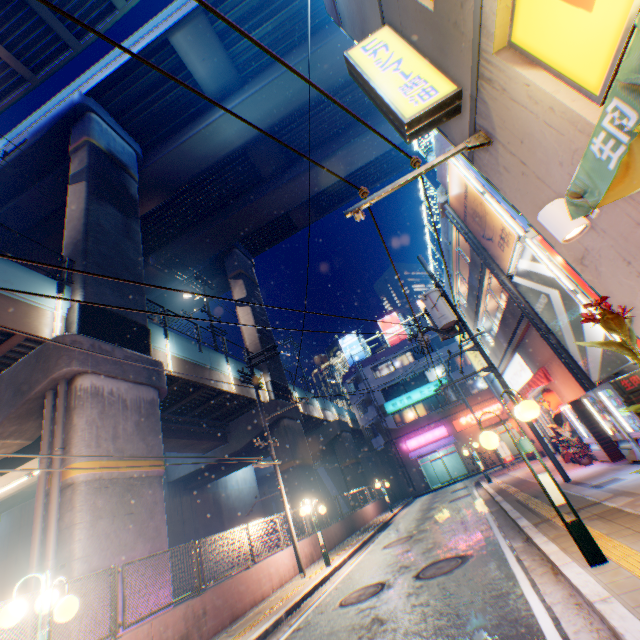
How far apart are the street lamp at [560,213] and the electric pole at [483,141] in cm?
155

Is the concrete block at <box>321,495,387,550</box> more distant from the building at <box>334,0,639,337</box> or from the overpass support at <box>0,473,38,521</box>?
the building at <box>334,0,639,337</box>

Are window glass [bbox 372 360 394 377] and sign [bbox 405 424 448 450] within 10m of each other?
yes

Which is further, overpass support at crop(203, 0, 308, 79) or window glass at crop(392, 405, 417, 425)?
window glass at crop(392, 405, 417, 425)

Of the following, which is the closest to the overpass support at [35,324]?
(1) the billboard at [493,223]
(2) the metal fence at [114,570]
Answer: (2) the metal fence at [114,570]

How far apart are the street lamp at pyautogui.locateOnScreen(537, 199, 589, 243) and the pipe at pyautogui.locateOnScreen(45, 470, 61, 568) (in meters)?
12.00

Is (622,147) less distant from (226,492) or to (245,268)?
(245,268)

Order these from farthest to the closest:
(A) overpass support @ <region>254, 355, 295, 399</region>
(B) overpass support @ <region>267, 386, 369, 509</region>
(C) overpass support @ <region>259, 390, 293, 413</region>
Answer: (A) overpass support @ <region>254, 355, 295, 399</region>
(C) overpass support @ <region>259, 390, 293, 413</region>
(B) overpass support @ <region>267, 386, 369, 509</region>
